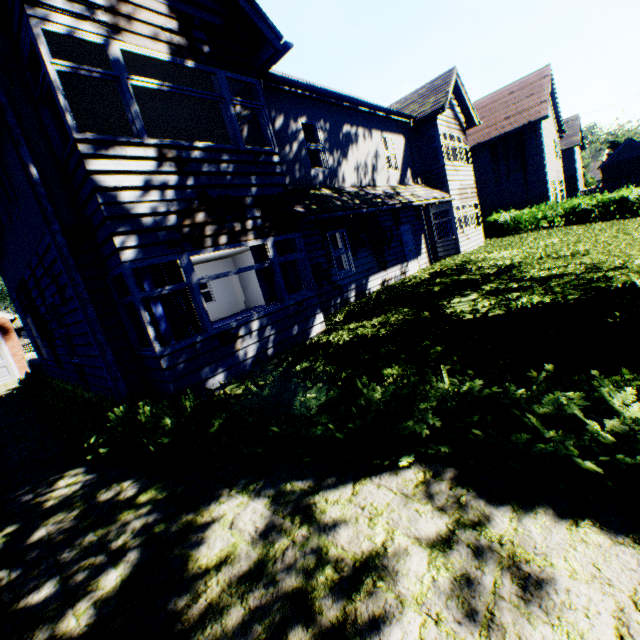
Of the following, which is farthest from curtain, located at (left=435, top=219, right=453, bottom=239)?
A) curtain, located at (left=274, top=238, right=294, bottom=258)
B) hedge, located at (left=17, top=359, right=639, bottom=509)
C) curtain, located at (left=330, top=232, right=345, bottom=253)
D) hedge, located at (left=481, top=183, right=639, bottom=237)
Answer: hedge, located at (left=17, top=359, right=639, bottom=509)

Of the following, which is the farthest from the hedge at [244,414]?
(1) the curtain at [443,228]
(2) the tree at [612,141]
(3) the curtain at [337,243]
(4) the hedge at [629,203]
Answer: (4) the hedge at [629,203]

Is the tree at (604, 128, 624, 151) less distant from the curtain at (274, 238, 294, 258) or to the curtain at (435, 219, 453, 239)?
the curtain at (435, 219, 453, 239)

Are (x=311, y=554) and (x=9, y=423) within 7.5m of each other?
no

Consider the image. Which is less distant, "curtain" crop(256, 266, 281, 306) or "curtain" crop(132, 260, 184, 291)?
"curtain" crop(132, 260, 184, 291)

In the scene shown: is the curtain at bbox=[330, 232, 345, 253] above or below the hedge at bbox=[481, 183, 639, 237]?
above

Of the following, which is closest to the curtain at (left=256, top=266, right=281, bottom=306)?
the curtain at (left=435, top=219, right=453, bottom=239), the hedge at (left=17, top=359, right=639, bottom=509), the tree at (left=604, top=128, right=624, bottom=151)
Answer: the hedge at (left=17, top=359, right=639, bottom=509)

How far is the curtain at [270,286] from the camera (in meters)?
7.64
